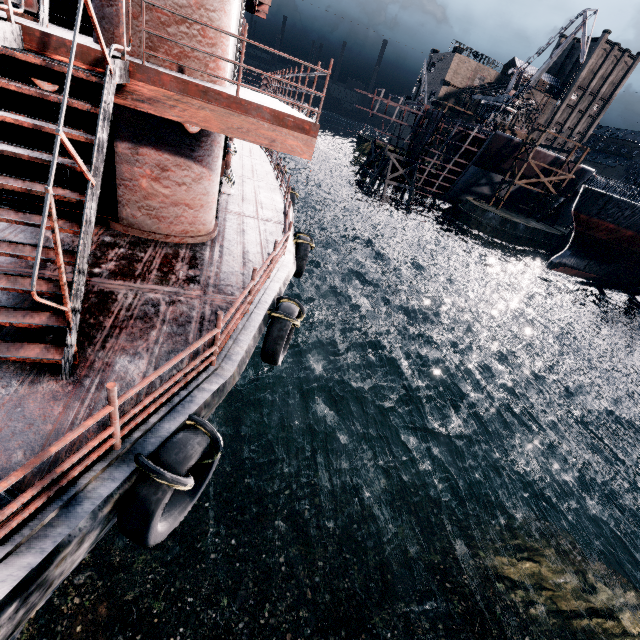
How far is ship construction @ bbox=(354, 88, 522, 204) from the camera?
45.9m

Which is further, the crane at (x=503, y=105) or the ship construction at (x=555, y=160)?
the ship construction at (x=555, y=160)

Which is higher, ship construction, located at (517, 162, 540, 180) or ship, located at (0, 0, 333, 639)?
ship construction, located at (517, 162, 540, 180)

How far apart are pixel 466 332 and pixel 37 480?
33.6m

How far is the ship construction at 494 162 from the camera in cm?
4588

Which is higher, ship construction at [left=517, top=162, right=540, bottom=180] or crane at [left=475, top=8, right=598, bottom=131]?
crane at [left=475, top=8, right=598, bottom=131]

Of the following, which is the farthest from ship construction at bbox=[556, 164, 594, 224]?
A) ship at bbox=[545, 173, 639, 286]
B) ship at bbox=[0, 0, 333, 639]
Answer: ship at bbox=[0, 0, 333, 639]

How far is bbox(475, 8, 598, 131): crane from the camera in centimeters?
4468cm
